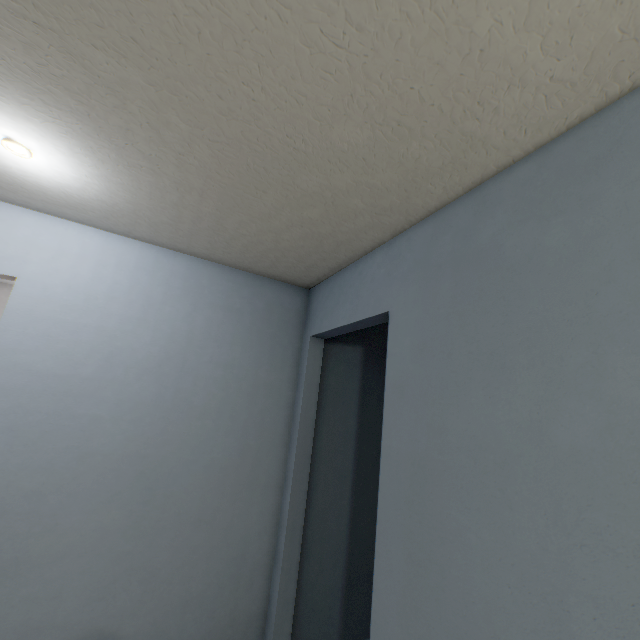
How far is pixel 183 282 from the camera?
2.1 meters
